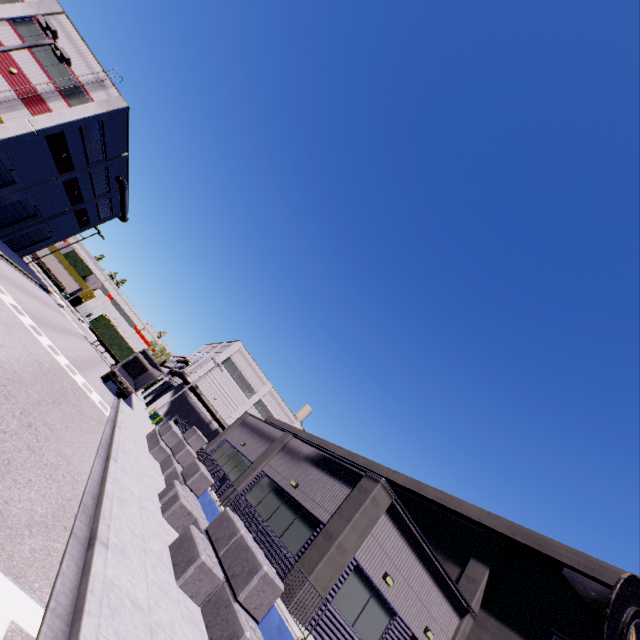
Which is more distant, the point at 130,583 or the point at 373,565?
the point at 373,565

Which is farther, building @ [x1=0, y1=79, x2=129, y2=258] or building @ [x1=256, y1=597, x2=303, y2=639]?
building @ [x1=0, y1=79, x2=129, y2=258]

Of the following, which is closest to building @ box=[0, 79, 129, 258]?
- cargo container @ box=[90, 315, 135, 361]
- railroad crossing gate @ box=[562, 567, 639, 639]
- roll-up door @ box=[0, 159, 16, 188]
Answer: roll-up door @ box=[0, 159, 16, 188]

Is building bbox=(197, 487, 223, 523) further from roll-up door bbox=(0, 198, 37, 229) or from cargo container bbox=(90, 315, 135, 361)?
cargo container bbox=(90, 315, 135, 361)

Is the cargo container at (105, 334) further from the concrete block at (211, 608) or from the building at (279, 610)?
the concrete block at (211, 608)

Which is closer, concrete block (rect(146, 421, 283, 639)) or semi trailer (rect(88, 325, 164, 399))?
concrete block (rect(146, 421, 283, 639))

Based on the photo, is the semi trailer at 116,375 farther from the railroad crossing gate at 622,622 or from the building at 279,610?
the railroad crossing gate at 622,622

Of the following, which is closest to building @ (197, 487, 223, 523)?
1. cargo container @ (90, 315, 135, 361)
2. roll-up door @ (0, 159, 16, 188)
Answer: roll-up door @ (0, 159, 16, 188)
